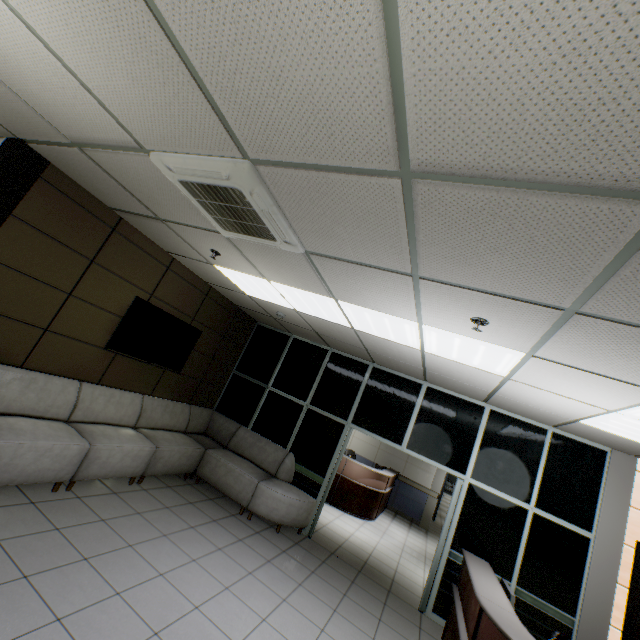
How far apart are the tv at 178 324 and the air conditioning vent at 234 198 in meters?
2.3

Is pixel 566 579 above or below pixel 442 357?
below

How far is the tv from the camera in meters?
4.7

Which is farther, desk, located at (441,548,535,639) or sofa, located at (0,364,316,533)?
sofa, located at (0,364,316,533)

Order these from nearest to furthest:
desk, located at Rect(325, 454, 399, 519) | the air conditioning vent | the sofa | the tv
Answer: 1. the air conditioning vent
2. the sofa
3. the tv
4. desk, located at Rect(325, 454, 399, 519)

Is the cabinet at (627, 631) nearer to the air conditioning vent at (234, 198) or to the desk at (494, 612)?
the desk at (494, 612)

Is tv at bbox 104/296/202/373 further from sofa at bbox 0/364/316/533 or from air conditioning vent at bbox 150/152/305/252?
air conditioning vent at bbox 150/152/305/252

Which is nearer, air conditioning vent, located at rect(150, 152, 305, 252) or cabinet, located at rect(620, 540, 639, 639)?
air conditioning vent, located at rect(150, 152, 305, 252)
